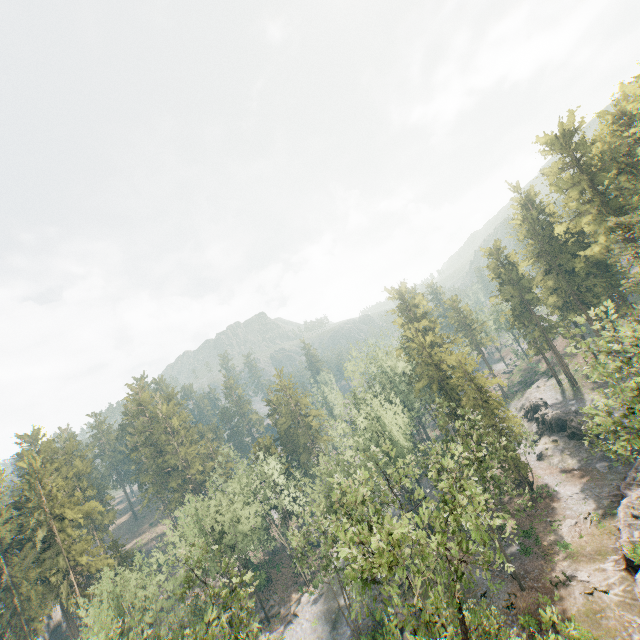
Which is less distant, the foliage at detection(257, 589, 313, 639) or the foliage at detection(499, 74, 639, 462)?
the foliage at detection(499, 74, 639, 462)

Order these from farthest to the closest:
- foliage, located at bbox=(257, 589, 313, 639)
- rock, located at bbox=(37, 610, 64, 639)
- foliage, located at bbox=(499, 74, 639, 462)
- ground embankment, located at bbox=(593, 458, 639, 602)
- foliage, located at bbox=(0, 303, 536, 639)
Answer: rock, located at bbox=(37, 610, 64, 639), foliage, located at bbox=(257, 589, 313, 639), ground embankment, located at bbox=(593, 458, 639, 602), foliage, located at bbox=(499, 74, 639, 462), foliage, located at bbox=(0, 303, 536, 639)

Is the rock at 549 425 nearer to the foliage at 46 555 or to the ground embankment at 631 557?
the ground embankment at 631 557

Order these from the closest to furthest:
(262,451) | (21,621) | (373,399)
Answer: (21,621) → (373,399) → (262,451)

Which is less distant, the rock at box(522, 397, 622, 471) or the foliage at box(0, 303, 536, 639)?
the foliage at box(0, 303, 536, 639)

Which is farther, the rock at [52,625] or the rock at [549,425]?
the rock at [52,625]

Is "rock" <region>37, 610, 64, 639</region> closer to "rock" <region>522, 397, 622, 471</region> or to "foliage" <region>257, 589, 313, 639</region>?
"foliage" <region>257, 589, 313, 639</region>

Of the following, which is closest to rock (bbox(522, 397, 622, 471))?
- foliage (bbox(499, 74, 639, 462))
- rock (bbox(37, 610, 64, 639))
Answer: foliage (bbox(499, 74, 639, 462))
